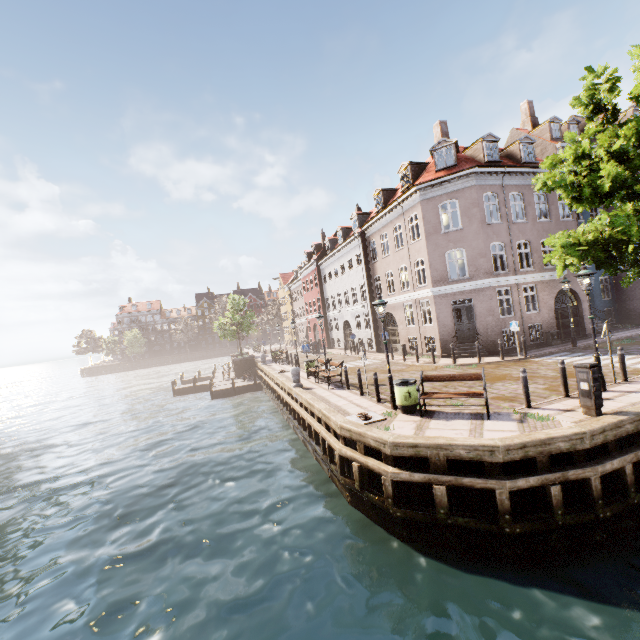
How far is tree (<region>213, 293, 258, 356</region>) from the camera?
35.2m

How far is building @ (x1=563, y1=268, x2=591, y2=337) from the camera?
20.7m

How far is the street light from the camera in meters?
9.6

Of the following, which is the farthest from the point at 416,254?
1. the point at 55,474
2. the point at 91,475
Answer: the point at 55,474

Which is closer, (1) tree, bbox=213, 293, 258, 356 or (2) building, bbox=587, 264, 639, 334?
(2) building, bbox=587, 264, 639, 334

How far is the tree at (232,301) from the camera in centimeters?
3516cm

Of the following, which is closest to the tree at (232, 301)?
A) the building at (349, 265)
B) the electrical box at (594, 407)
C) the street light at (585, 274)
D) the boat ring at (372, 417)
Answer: the building at (349, 265)

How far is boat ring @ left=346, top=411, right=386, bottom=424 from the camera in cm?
951
